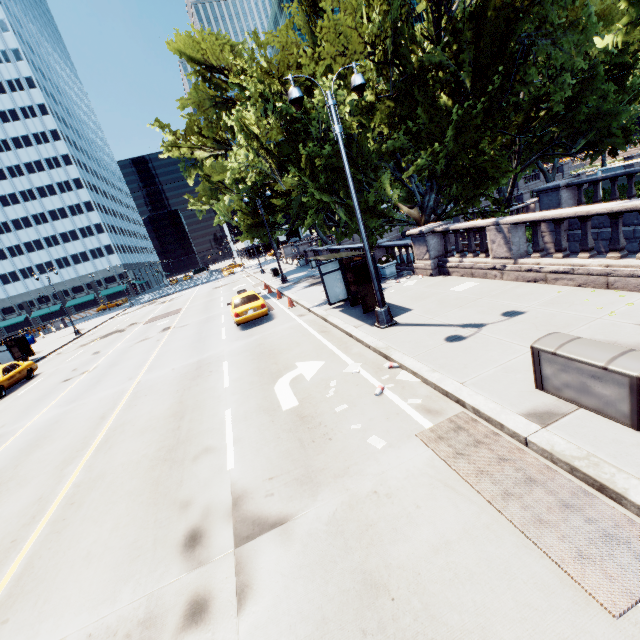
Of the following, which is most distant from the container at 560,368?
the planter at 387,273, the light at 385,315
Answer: the planter at 387,273

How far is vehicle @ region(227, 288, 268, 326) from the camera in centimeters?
1628cm

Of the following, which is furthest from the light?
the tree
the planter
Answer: the planter

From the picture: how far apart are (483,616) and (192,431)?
6.88m

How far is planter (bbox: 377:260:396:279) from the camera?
16.6 meters

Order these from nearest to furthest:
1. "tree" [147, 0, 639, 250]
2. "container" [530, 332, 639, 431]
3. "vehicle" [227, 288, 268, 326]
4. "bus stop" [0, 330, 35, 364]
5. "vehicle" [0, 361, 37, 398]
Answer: "container" [530, 332, 639, 431] < "tree" [147, 0, 639, 250] < "vehicle" [227, 288, 268, 326] < "vehicle" [0, 361, 37, 398] < "bus stop" [0, 330, 35, 364]

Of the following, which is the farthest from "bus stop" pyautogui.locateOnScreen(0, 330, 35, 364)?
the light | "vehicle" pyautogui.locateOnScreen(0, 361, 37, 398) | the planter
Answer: the light

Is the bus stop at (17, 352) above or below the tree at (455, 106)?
below
